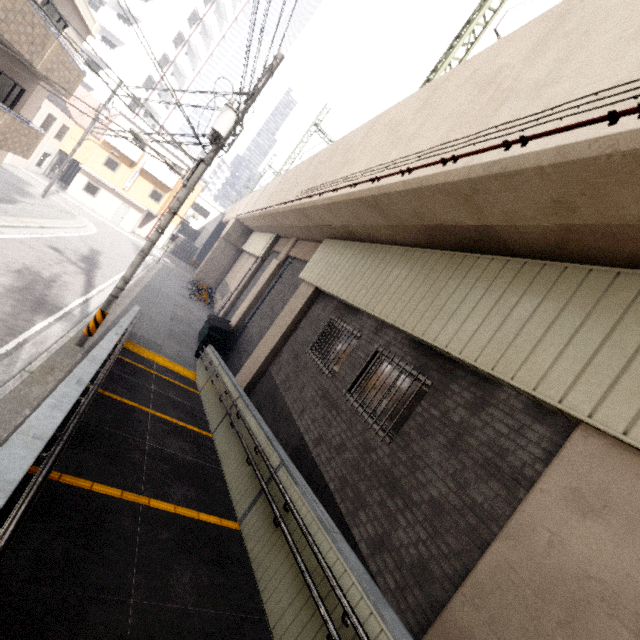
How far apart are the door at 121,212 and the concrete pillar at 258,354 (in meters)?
28.65

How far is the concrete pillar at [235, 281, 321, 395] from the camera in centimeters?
1091cm

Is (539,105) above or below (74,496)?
above

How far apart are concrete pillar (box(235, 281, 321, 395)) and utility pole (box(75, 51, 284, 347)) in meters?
4.2 m

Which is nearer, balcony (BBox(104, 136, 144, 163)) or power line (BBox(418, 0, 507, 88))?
power line (BBox(418, 0, 507, 88))

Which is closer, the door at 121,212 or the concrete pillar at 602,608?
the concrete pillar at 602,608

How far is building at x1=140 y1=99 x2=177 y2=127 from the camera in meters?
38.8

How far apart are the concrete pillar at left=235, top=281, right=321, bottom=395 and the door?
28.6 meters
